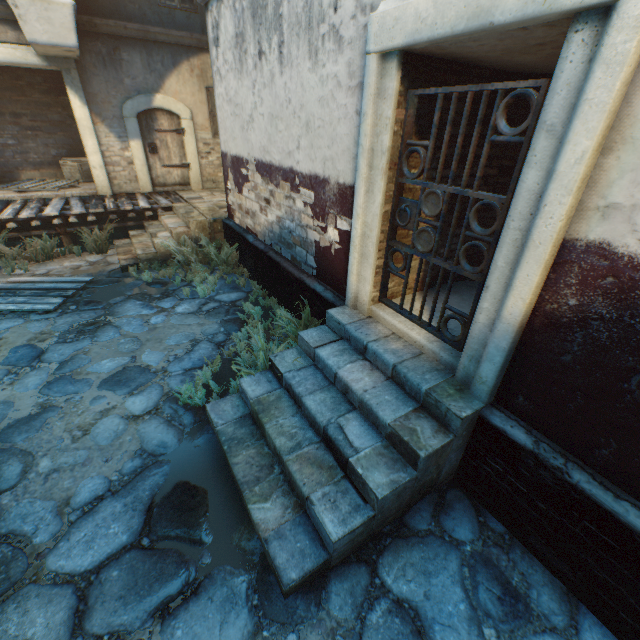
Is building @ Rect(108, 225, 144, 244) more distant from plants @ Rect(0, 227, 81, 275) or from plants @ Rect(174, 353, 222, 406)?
plants @ Rect(174, 353, 222, 406)

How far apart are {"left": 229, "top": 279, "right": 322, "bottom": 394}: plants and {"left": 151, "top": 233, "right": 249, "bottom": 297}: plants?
2.25m

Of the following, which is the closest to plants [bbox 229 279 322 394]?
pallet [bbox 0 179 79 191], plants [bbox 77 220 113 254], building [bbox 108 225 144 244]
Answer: plants [bbox 77 220 113 254]

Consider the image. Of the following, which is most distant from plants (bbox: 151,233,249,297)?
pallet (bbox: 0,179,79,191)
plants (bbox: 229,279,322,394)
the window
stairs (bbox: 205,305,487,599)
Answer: the window

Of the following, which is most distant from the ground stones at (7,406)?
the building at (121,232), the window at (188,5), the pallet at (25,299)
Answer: the window at (188,5)

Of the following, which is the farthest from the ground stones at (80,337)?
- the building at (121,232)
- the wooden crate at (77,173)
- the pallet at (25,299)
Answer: the wooden crate at (77,173)

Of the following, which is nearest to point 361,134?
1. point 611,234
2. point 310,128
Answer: point 310,128

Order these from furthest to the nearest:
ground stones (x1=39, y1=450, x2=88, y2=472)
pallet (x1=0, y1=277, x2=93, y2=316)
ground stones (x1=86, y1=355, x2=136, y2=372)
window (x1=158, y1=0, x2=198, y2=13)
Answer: window (x1=158, y1=0, x2=198, y2=13) → pallet (x1=0, y1=277, x2=93, y2=316) → ground stones (x1=86, y1=355, x2=136, y2=372) → ground stones (x1=39, y1=450, x2=88, y2=472)
